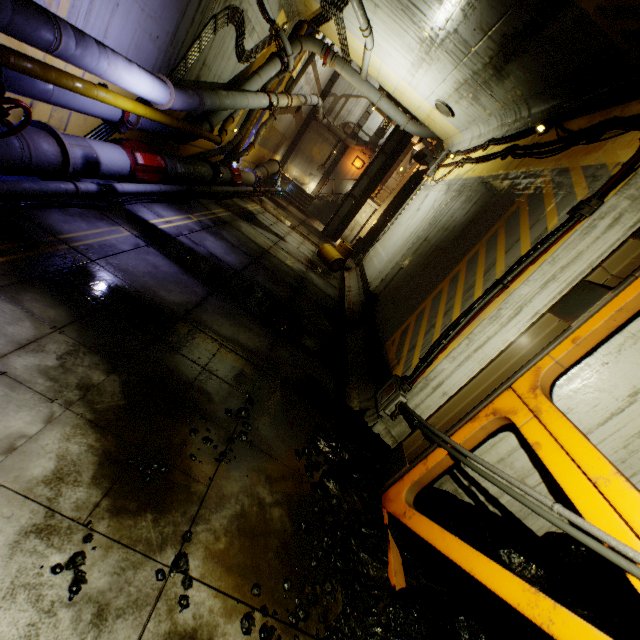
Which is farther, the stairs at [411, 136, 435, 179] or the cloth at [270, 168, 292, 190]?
the cloth at [270, 168, 292, 190]

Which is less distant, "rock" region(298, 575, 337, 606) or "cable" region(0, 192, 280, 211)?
"rock" region(298, 575, 337, 606)

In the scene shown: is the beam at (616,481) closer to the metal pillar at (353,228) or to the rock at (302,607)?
the rock at (302,607)

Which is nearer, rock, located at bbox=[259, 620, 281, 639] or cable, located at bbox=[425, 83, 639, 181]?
rock, located at bbox=[259, 620, 281, 639]

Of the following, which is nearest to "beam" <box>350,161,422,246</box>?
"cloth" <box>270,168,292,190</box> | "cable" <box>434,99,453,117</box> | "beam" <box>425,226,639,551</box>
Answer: "cloth" <box>270,168,292,190</box>

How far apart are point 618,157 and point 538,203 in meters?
1.1

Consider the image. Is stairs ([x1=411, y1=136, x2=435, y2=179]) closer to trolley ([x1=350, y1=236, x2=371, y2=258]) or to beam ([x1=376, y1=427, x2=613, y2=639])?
trolley ([x1=350, y1=236, x2=371, y2=258])

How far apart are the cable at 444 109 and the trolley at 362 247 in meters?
8.9
